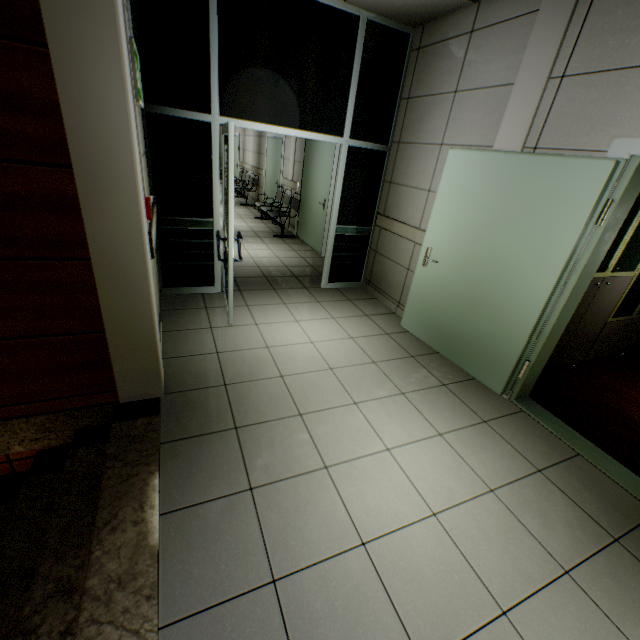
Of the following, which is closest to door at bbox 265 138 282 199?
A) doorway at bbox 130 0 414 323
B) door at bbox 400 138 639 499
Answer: doorway at bbox 130 0 414 323

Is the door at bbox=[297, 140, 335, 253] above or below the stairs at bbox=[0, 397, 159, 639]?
above

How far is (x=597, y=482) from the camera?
2.3 meters

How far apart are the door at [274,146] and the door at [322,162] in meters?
1.7 m

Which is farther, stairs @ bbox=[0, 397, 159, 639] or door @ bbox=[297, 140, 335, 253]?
door @ bbox=[297, 140, 335, 253]

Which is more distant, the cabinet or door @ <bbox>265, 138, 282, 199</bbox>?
door @ <bbox>265, 138, 282, 199</bbox>

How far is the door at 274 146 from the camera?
8.6 meters

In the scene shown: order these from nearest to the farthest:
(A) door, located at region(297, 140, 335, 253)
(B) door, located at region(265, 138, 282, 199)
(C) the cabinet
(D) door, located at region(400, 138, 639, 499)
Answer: (D) door, located at region(400, 138, 639, 499)
(C) the cabinet
(A) door, located at region(297, 140, 335, 253)
(B) door, located at region(265, 138, 282, 199)
